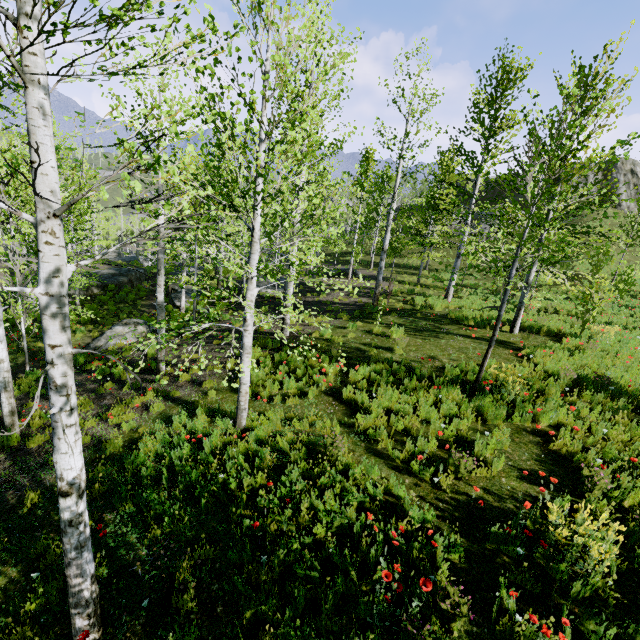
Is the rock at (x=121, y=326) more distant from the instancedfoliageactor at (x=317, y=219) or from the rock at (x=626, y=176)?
the instancedfoliageactor at (x=317, y=219)

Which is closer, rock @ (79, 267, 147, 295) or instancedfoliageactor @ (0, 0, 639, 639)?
instancedfoliageactor @ (0, 0, 639, 639)

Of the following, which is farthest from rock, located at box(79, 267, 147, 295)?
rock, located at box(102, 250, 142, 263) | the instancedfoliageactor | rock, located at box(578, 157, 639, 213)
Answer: the instancedfoliageactor

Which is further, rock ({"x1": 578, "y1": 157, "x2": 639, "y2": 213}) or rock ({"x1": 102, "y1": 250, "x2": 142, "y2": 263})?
rock ({"x1": 578, "y1": 157, "x2": 639, "y2": 213})

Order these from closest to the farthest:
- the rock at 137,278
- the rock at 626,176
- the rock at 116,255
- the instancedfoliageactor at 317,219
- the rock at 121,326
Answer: the instancedfoliageactor at 317,219 → the rock at 121,326 → the rock at 137,278 → the rock at 116,255 → the rock at 626,176

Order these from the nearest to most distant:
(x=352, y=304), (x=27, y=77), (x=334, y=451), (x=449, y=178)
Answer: (x=27, y=77)
(x=334, y=451)
(x=352, y=304)
(x=449, y=178)
